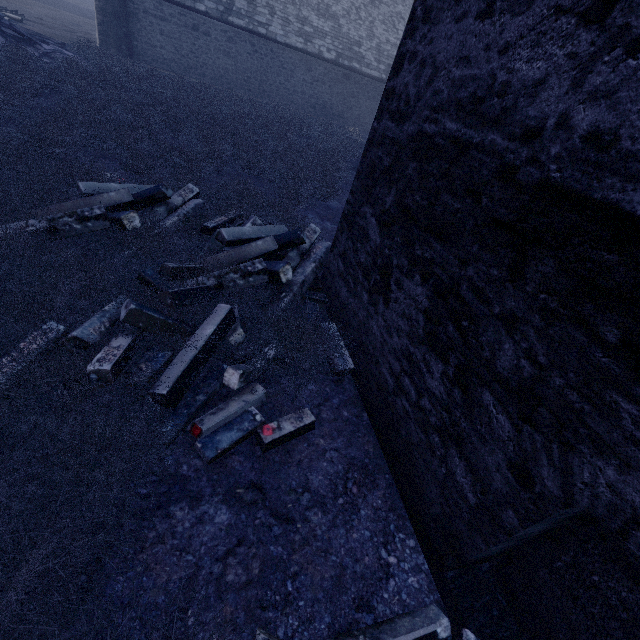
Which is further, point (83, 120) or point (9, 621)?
point (83, 120)

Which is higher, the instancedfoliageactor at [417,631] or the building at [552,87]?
the building at [552,87]

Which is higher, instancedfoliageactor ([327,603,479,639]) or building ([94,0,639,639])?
building ([94,0,639,639])
